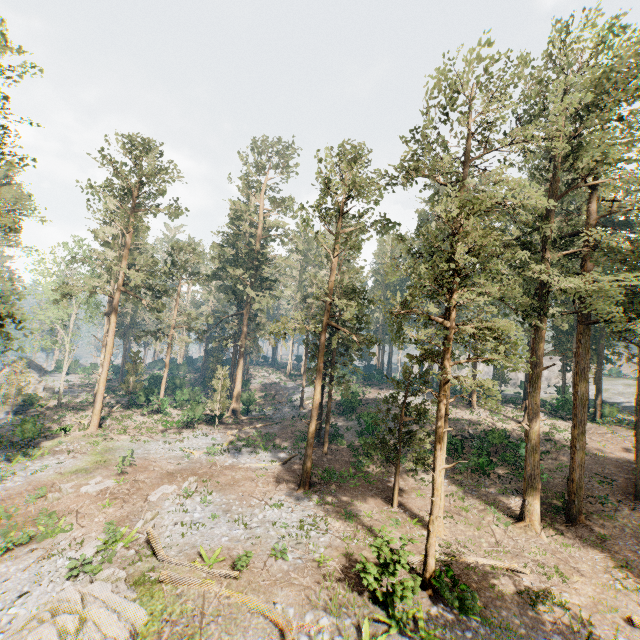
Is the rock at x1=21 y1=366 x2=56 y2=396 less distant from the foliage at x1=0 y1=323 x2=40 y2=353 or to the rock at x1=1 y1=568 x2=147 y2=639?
the foliage at x1=0 y1=323 x2=40 y2=353

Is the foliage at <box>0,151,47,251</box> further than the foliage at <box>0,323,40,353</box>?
No

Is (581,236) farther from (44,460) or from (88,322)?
(88,322)

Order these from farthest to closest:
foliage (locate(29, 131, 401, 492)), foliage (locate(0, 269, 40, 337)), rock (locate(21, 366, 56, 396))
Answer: rock (locate(21, 366, 56, 396)), foliage (locate(29, 131, 401, 492)), foliage (locate(0, 269, 40, 337))

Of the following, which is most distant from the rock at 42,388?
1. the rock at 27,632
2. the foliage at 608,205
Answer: the rock at 27,632

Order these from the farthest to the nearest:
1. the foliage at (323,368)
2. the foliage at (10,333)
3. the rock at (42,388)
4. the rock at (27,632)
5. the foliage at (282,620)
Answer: the rock at (42,388)
the foliage at (323,368)
the foliage at (10,333)
the foliage at (282,620)
the rock at (27,632)

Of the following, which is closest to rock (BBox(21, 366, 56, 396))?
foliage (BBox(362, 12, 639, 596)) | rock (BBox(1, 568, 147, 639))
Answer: foliage (BBox(362, 12, 639, 596))
